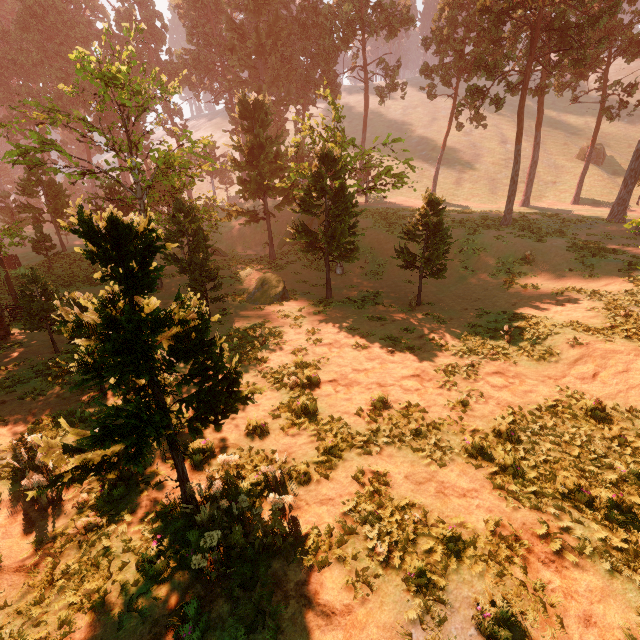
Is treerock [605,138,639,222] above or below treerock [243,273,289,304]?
above

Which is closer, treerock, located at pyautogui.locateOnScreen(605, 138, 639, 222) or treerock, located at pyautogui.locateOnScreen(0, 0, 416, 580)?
treerock, located at pyautogui.locateOnScreen(0, 0, 416, 580)

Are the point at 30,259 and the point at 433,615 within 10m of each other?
no

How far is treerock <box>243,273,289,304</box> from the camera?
20.08m

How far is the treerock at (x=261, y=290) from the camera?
20.1m

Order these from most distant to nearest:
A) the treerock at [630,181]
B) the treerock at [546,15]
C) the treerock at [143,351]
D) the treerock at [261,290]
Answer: the treerock at [630,181]
the treerock at [261,290]
the treerock at [546,15]
the treerock at [143,351]
